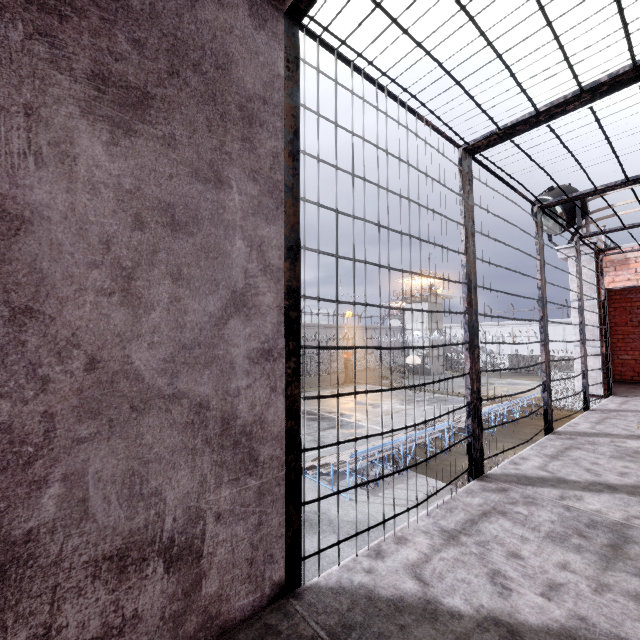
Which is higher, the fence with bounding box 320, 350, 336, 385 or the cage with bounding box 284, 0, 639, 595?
the cage with bounding box 284, 0, 639, 595

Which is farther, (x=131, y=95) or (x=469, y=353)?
(x=469, y=353)

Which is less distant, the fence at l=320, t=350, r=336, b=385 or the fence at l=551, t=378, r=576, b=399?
the fence at l=551, t=378, r=576, b=399

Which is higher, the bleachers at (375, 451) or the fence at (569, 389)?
the fence at (569, 389)

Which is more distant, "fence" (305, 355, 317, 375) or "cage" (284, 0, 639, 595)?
"fence" (305, 355, 317, 375)

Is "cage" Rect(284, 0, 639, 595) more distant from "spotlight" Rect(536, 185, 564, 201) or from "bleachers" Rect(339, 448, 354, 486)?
"bleachers" Rect(339, 448, 354, 486)

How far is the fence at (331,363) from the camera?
37.6m

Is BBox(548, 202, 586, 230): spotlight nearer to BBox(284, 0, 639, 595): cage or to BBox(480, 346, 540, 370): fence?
BBox(284, 0, 639, 595): cage
